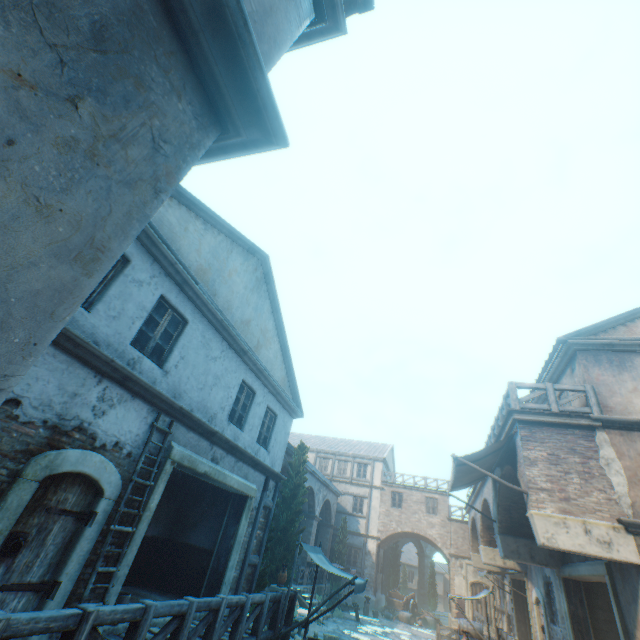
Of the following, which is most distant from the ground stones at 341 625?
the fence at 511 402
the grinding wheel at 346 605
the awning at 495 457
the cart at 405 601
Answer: the fence at 511 402

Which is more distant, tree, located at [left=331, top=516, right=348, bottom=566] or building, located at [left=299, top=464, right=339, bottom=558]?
tree, located at [left=331, top=516, right=348, bottom=566]

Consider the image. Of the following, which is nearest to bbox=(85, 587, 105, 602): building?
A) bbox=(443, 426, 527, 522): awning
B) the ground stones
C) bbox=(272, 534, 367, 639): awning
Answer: bbox=(443, 426, 527, 522): awning

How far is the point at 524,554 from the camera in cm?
1183

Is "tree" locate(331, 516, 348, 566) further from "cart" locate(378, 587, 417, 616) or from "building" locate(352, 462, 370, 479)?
"cart" locate(378, 587, 417, 616)

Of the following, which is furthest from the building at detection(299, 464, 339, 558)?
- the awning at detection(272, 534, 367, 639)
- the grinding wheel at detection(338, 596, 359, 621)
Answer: the grinding wheel at detection(338, 596, 359, 621)

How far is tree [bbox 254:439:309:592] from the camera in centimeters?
1175cm

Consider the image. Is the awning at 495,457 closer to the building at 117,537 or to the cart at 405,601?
the building at 117,537
